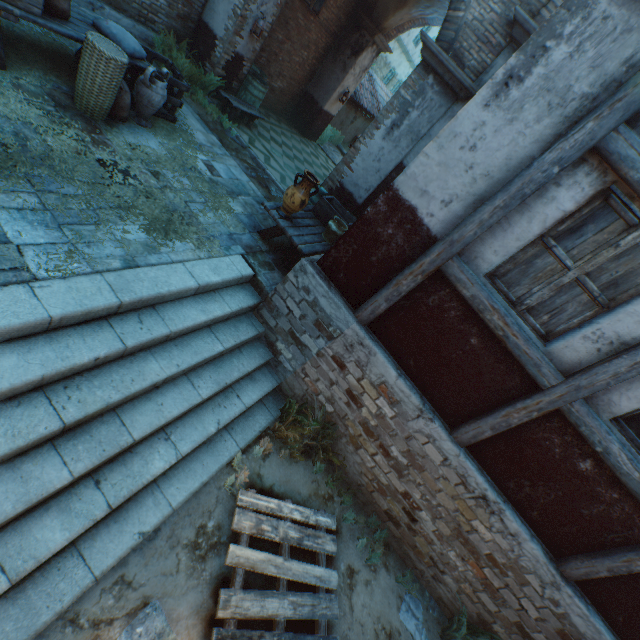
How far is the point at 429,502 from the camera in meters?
4.5 m

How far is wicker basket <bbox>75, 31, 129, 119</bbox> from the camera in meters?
4.1 m

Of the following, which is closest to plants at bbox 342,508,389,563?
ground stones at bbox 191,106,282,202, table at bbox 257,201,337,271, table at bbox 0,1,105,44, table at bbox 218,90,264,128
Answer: table at bbox 257,201,337,271

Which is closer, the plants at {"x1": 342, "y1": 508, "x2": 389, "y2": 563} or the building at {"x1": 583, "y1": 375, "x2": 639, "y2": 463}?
the building at {"x1": 583, "y1": 375, "x2": 639, "y2": 463}

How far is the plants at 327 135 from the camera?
13.5 meters

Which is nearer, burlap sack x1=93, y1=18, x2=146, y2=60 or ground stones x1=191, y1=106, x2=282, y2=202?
burlap sack x1=93, y1=18, x2=146, y2=60

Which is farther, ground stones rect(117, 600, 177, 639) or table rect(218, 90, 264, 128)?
table rect(218, 90, 264, 128)

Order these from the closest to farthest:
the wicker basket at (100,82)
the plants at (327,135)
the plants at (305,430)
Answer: the wicker basket at (100,82), the plants at (305,430), the plants at (327,135)
